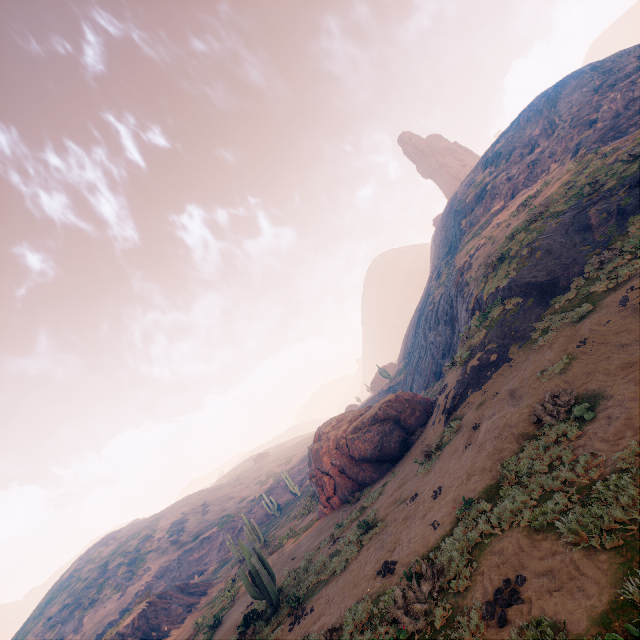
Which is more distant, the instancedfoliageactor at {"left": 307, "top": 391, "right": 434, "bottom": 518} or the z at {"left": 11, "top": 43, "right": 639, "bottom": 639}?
the instancedfoliageactor at {"left": 307, "top": 391, "right": 434, "bottom": 518}

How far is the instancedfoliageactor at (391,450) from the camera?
19.9m

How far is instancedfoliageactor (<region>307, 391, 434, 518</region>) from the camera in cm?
1989

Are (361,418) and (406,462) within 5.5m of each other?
yes

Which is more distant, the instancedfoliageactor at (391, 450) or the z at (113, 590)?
the instancedfoliageactor at (391, 450)
